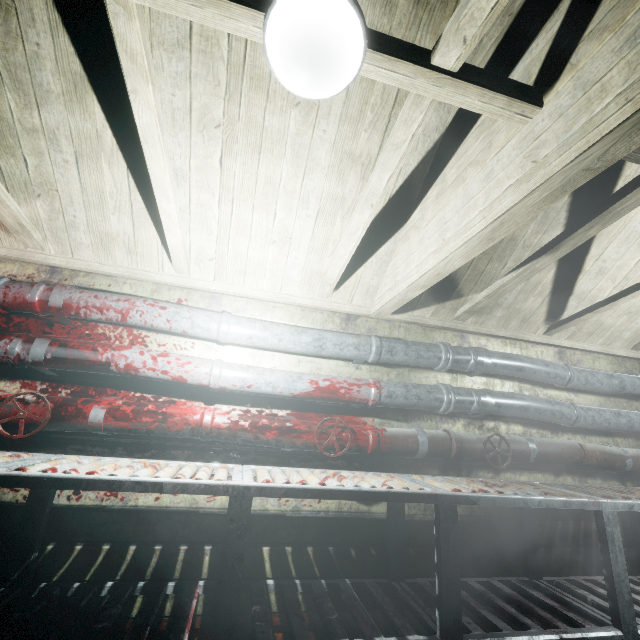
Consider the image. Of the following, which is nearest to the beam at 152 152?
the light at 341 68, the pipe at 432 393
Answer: the light at 341 68

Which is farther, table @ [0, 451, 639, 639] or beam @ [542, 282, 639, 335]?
beam @ [542, 282, 639, 335]

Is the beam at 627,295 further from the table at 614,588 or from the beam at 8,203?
the table at 614,588

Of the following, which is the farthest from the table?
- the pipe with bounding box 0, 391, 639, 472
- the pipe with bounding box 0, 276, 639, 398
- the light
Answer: the light

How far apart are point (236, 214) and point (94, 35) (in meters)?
1.02

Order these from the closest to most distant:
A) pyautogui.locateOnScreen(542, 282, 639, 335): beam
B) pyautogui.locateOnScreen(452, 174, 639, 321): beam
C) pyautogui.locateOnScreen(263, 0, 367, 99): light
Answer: pyautogui.locateOnScreen(263, 0, 367, 99): light, pyautogui.locateOnScreen(452, 174, 639, 321): beam, pyautogui.locateOnScreen(542, 282, 639, 335): beam

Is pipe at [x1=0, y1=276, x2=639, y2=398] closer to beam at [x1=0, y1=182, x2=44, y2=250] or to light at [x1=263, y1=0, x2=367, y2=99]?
beam at [x1=0, y1=182, x2=44, y2=250]

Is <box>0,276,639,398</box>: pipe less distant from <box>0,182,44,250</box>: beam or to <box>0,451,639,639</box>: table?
<box>0,182,44,250</box>: beam
